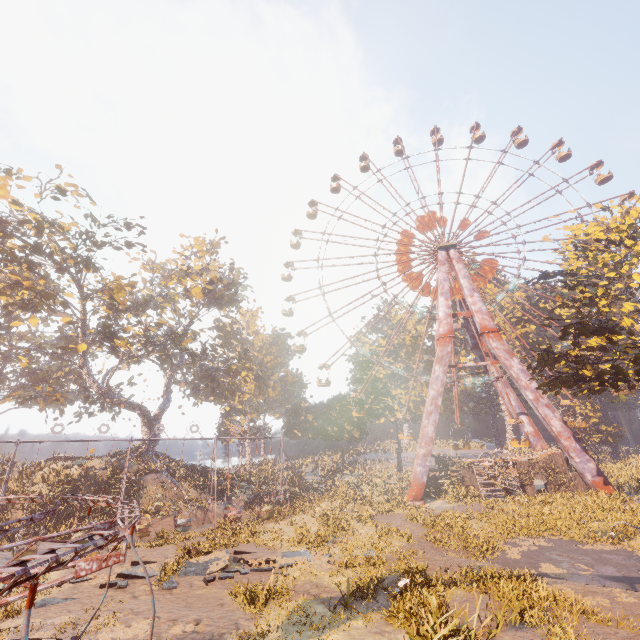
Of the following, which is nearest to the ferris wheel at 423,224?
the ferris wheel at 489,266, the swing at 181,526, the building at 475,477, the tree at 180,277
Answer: the ferris wheel at 489,266

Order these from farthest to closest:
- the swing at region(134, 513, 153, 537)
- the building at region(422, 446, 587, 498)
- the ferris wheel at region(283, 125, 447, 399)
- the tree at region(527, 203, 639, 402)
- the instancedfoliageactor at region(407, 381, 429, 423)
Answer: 1. the instancedfoliageactor at region(407, 381, 429, 423)
2. the ferris wheel at region(283, 125, 447, 399)
3. the building at region(422, 446, 587, 498)
4. the swing at region(134, 513, 153, 537)
5. the tree at region(527, 203, 639, 402)

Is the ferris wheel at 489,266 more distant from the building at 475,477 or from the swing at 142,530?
the swing at 142,530

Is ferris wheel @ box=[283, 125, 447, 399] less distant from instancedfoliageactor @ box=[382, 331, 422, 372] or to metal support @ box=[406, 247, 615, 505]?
metal support @ box=[406, 247, 615, 505]

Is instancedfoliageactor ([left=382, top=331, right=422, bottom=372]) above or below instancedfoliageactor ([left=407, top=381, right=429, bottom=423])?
above

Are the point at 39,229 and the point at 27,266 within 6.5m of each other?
yes

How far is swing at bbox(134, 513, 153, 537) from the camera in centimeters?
2123cm

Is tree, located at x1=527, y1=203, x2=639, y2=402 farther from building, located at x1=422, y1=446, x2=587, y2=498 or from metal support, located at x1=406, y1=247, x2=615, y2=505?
building, located at x1=422, y1=446, x2=587, y2=498
